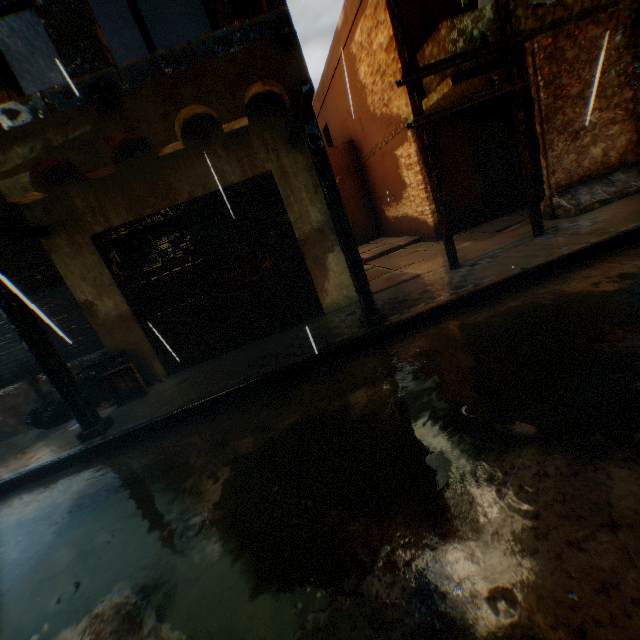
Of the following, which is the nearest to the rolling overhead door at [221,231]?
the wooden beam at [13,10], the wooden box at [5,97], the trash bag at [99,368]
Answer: the trash bag at [99,368]

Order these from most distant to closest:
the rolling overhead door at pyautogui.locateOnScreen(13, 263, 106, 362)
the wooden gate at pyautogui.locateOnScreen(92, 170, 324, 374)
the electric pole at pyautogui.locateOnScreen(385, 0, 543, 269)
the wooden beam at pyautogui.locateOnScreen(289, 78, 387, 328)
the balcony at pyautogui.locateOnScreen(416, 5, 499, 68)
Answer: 1. the rolling overhead door at pyautogui.locateOnScreen(13, 263, 106, 362)
2. the balcony at pyautogui.locateOnScreen(416, 5, 499, 68)
3. the wooden gate at pyautogui.locateOnScreen(92, 170, 324, 374)
4. the electric pole at pyautogui.locateOnScreen(385, 0, 543, 269)
5. the wooden beam at pyautogui.locateOnScreen(289, 78, 387, 328)

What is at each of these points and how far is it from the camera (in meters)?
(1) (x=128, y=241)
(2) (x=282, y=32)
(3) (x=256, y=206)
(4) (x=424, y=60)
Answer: (1) rolling overhead door, 5.81
(2) wooden beam, 3.60
(3) rolling overhead door, 6.12
(4) balcony, 7.23

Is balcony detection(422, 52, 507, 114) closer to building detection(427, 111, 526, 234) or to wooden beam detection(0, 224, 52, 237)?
building detection(427, 111, 526, 234)

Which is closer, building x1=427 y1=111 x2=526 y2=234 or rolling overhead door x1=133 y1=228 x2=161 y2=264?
rolling overhead door x1=133 y1=228 x2=161 y2=264

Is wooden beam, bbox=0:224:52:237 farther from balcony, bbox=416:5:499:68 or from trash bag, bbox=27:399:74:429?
balcony, bbox=416:5:499:68

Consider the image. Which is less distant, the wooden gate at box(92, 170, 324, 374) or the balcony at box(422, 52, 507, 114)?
the wooden gate at box(92, 170, 324, 374)

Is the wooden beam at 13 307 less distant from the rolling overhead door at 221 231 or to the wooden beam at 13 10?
the rolling overhead door at 221 231
